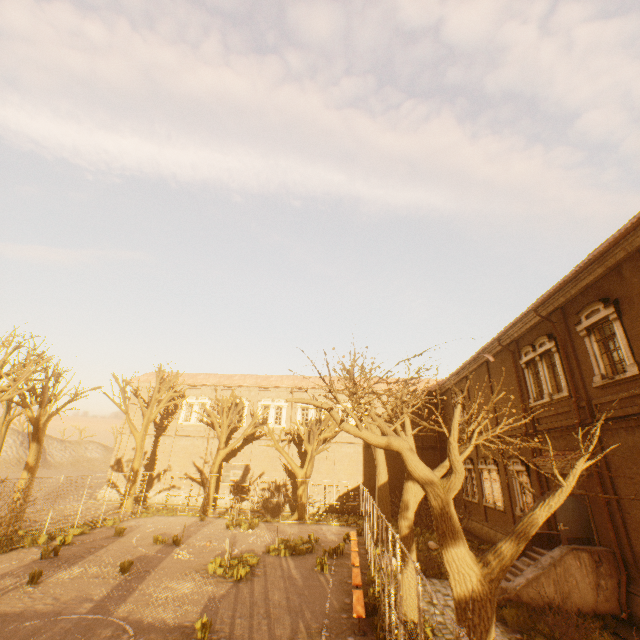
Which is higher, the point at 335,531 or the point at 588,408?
the point at 588,408

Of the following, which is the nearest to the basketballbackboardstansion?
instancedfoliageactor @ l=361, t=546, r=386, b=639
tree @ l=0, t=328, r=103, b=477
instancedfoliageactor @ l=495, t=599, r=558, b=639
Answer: tree @ l=0, t=328, r=103, b=477

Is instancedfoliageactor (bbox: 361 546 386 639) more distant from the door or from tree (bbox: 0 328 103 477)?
the door

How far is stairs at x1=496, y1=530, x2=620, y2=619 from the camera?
10.3 meters

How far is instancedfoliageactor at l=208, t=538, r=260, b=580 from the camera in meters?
12.4 m

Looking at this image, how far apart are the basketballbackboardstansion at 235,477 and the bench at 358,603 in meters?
8.9

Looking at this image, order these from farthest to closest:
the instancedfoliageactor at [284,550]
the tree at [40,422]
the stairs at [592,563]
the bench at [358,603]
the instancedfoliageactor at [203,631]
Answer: the tree at [40,422]
the instancedfoliageactor at [284,550]
the stairs at [592,563]
the bench at [358,603]
the instancedfoliageactor at [203,631]

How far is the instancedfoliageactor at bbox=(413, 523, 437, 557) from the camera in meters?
16.8
